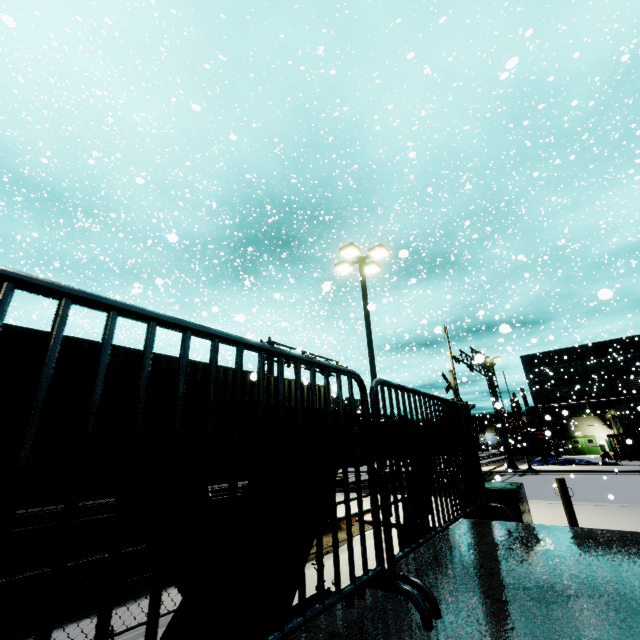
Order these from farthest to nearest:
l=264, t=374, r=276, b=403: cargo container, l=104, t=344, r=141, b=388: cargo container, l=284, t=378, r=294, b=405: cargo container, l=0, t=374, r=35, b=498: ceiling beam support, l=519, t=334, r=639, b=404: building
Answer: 1. l=519, t=334, r=639, b=404: building
2. l=284, t=378, r=294, b=405: cargo container
3. l=264, t=374, r=276, b=403: cargo container
4. l=104, t=344, r=141, b=388: cargo container
5. l=0, t=374, r=35, b=498: ceiling beam support

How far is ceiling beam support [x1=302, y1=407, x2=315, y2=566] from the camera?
1.75m

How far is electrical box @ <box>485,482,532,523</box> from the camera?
7.54m

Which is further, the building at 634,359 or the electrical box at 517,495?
the building at 634,359

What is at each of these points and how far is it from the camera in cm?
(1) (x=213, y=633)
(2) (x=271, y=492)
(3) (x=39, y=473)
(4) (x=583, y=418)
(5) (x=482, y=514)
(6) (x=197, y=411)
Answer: (1) ceiling beam support, 131
(2) ceiling beam support, 247
(3) ceiling beam support, 96
(4) building, 4541
(5) electrical box, 791
(6) ceiling beam support, 141

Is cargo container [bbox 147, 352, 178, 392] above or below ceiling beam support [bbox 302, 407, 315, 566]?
above

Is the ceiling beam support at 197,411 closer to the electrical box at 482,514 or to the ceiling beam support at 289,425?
the ceiling beam support at 289,425
